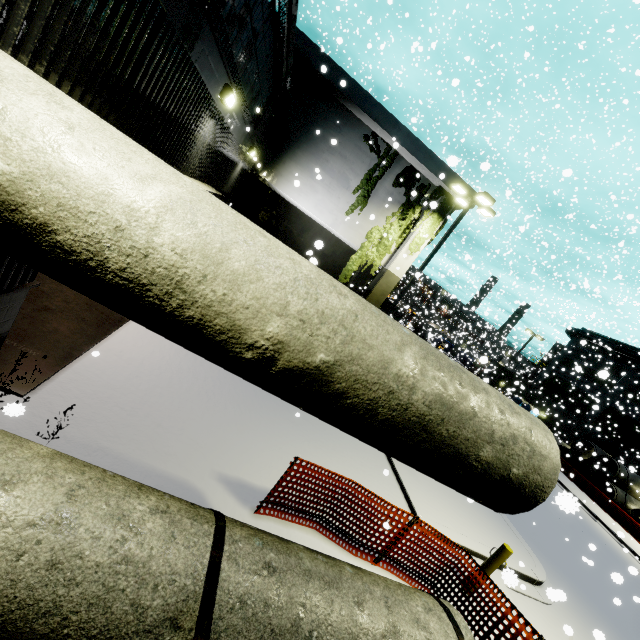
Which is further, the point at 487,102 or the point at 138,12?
the point at 487,102

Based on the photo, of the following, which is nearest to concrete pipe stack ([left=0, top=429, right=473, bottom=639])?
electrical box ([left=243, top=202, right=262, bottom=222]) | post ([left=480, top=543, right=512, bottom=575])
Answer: post ([left=480, top=543, right=512, bottom=575])

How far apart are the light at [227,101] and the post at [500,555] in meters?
10.3 m

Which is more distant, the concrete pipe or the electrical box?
the electrical box

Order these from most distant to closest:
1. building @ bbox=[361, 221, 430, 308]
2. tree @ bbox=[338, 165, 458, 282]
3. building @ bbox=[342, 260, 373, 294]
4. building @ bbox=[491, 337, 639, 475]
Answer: building @ bbox=[491, 337, 639, 475]
building @ bbox=[342, 260, 373, 294]
building @ bbox=[361, 221, 430, 308]
tree @ bbox=[338, 165, 458, 282]

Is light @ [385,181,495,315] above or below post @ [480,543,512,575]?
above

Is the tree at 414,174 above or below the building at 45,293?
above

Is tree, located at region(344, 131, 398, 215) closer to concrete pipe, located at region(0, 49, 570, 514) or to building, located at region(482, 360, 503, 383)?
building, located at region(482, 360, 503, 383)
